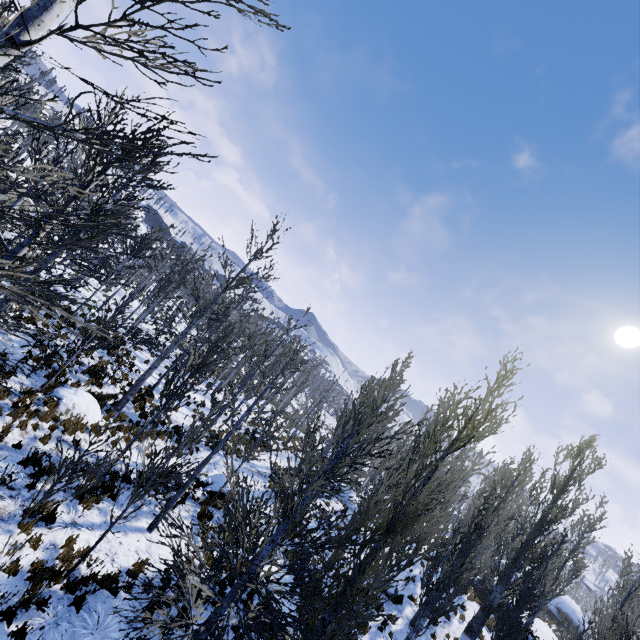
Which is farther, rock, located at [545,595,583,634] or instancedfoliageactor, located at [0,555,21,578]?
rock, located at [545,595,583,634]

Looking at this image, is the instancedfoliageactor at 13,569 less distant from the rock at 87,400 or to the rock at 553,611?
the rock at 87,400

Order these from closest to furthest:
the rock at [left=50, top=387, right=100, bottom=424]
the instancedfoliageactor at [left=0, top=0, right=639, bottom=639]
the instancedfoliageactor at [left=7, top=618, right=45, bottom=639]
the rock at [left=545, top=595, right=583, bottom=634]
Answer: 1. the instancedfoliageactor at [left=0, top=0, right=639, bottom=639]
2. the instancedfoliageactor at [left=7, top=618, right=45, bottom=639]
3. the rock at [left=50, top=387, right=100, bottom=424]
4. the rock at [left=545, top=595, right=583, bottom=634]

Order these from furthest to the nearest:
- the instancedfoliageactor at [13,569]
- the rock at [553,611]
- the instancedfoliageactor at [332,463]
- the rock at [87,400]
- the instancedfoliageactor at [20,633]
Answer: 1. the rock at [553,611]
2. the rock at [87,400]
3. the instancedfoliageactor at [13,569]
4. the instancedfoliageactor at [20,633]
5. the instancedfoliageactor at [332,463]

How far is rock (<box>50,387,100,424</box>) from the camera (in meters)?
10.95

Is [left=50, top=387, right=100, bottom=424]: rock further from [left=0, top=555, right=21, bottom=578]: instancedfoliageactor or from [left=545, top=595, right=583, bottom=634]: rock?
[left=545, top=595, right=583, bottom=634]: rock

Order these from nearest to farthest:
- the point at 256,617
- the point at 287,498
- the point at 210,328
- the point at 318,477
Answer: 1. the point at 318,477
2. the point at 256,617
3. the point at 210,328
4. the point at 287,498
